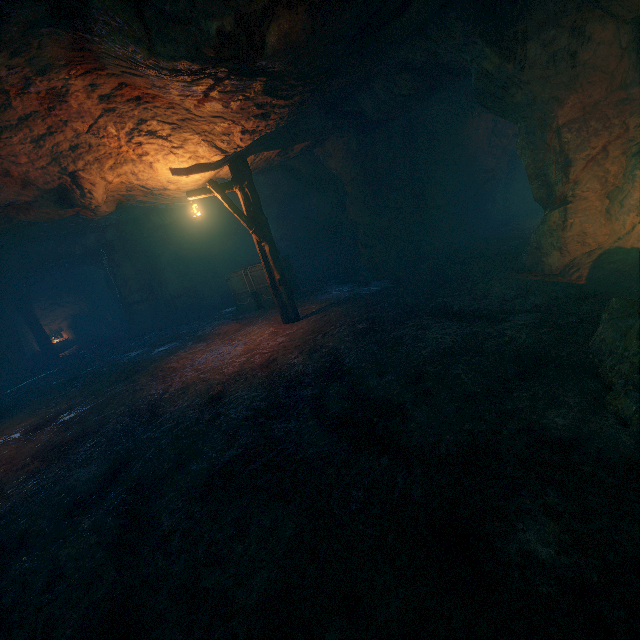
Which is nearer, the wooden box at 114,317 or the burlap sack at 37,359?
the burlap sack at 37,359

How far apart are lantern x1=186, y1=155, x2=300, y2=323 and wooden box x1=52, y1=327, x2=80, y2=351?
18.2m

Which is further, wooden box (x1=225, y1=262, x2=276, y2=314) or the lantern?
wooden box (x1=225, y1=262, x2=276, y2=314)

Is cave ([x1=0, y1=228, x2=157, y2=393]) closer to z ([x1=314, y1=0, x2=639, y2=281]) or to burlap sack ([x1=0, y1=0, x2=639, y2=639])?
burlap sack ([x1=0, y1=0, x2=639, y2=639])

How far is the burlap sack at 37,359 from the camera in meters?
17.0 m

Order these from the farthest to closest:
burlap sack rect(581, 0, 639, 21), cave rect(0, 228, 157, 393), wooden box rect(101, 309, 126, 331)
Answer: wooden box rect(101, 309, 126, 331)
cave rect(0, 228, 157, 393)
burlap sack rect(581, 0, 639, 21)

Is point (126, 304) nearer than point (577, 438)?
No

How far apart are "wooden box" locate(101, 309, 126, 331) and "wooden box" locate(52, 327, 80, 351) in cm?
157
